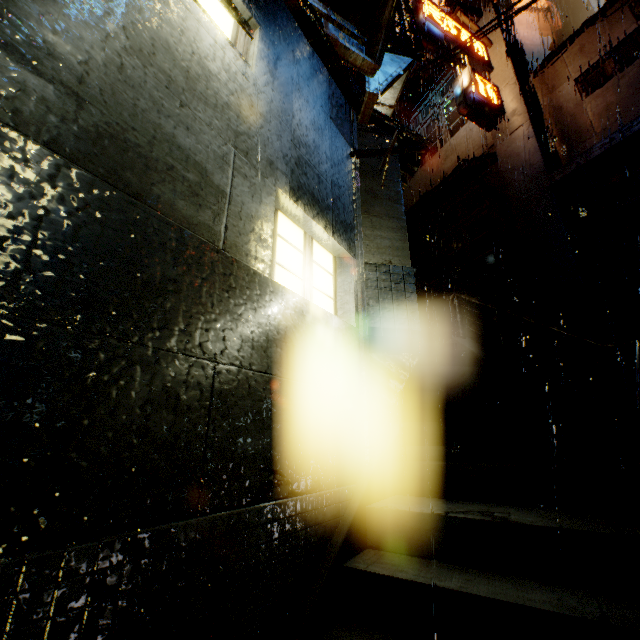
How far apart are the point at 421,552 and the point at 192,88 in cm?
Answer: 447

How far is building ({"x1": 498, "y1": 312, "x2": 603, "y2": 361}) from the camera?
8.93m

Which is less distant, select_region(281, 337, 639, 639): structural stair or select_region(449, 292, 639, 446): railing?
select_region(281, 337, 639, 639): structural stair

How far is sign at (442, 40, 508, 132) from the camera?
11.8 meters

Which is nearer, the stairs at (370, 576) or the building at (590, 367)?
the stairs at (370, 576)

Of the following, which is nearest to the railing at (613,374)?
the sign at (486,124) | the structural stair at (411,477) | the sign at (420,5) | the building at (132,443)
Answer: the structural stair at (411,477)

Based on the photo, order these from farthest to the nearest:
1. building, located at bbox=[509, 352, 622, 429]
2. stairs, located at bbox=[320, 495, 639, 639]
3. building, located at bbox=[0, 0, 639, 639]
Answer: building, located at bbox=[509, 352, 622, 429] < stairs, located at bbox=[320, 495, 639, 639] < building, located at bbox=[0, 0, 639, 639]
